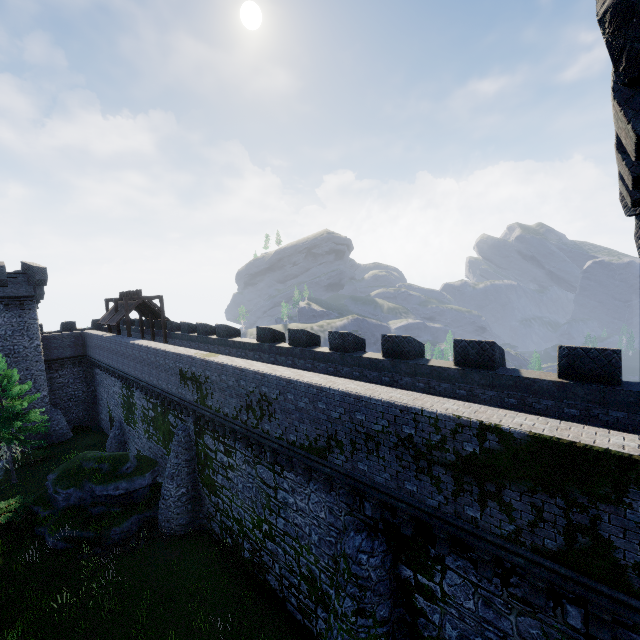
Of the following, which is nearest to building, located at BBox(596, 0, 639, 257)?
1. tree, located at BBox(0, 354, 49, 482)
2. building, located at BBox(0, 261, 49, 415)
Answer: tree, located at BBox(0, 354, 49, 482)

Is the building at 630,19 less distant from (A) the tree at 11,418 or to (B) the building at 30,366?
(A) the tree at 11,418

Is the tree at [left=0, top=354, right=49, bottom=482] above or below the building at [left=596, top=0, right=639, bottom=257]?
below

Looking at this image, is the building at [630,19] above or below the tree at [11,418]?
above

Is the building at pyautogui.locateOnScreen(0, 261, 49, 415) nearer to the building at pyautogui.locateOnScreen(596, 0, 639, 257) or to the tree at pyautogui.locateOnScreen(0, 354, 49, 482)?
the tree at pyautogui.locateOnScreen(0, 354, 49, 482)

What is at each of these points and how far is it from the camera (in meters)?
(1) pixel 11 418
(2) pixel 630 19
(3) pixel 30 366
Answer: (1) tree, 23.00
(2) building, 2.83
(3) building, 30.05
